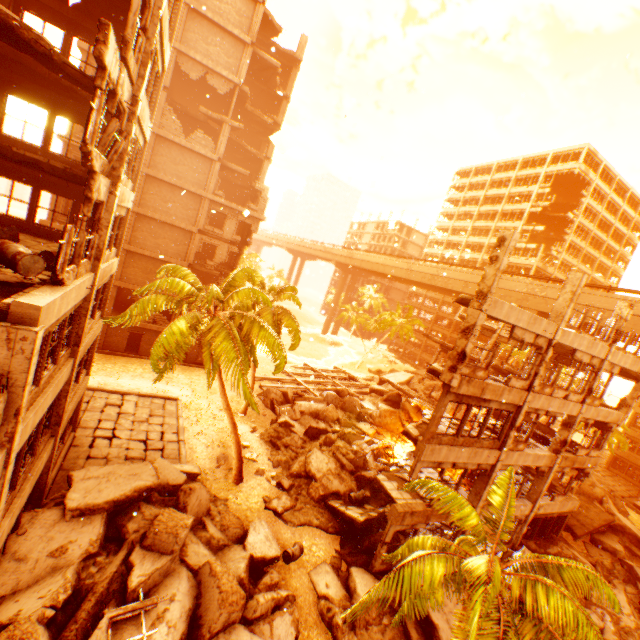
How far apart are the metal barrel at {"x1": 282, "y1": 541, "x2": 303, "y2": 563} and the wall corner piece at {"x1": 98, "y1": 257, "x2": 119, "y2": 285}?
12.67m

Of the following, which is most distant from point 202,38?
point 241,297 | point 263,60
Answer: point 241,297

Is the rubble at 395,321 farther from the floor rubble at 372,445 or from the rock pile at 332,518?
the floor rubble at 372,445

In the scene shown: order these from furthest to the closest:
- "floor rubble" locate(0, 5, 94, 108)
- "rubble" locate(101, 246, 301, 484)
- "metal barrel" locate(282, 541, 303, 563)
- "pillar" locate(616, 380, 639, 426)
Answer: "pillar" locate(616, 380, 639, 426) < "rubble" locate(101, 246, 301, 484) < "metal barrel" locate(282, 541, 303, 563) < "floor rubble" locate(0, 5, 94, 108)

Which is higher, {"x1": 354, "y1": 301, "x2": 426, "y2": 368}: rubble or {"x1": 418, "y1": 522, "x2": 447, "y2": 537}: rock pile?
{"x1": 354, "y1": 301, "x2": 426, "y2": 368}: rubble

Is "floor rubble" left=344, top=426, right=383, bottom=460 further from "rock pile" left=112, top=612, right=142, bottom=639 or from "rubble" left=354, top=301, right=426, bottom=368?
"rubble" left=354, top=301, right=426, bottom=368

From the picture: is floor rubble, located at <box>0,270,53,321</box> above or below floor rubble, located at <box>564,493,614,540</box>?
above

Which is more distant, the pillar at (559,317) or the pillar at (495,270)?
the pillar at (559,317)
